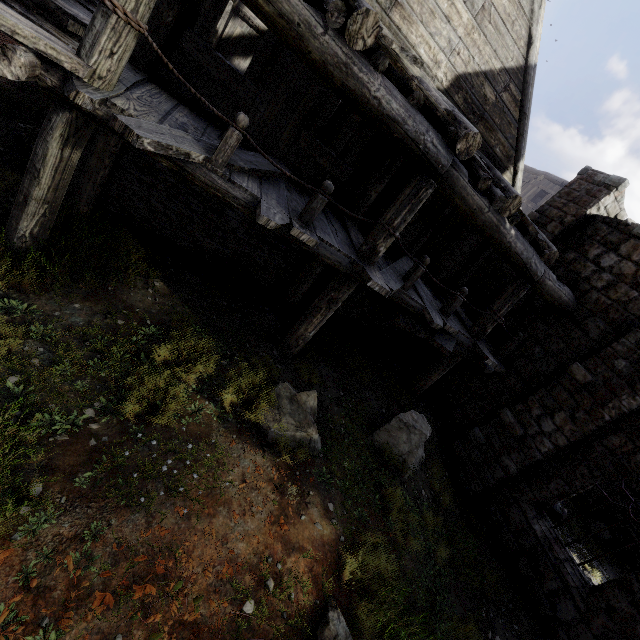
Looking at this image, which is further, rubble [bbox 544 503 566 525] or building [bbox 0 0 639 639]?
rubble [bbox 544 503 566 525]

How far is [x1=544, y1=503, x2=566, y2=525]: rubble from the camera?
10.0m

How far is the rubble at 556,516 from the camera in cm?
1004

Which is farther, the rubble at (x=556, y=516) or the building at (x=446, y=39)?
the rubble at (x=556, y=516)

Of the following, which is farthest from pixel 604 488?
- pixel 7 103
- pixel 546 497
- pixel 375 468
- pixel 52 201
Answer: pixel 7 103
